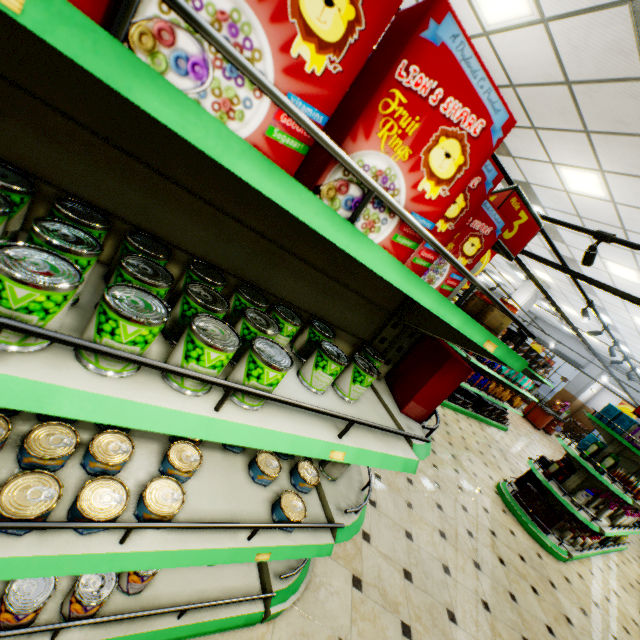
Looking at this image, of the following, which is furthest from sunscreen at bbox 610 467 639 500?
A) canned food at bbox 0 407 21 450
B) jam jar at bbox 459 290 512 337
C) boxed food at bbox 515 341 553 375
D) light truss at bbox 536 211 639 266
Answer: canned food at bbox 0 407 21 450

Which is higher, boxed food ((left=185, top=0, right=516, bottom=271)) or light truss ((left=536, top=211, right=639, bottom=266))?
light truss ((left=536, top=211, right=639, bottom=266))

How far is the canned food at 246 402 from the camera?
0.9m

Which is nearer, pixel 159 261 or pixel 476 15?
pixel 159 261

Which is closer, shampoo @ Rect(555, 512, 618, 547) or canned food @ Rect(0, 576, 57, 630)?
canned food @ Rect(0, 576, 57, 630)

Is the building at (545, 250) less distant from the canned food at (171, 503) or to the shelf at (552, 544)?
the shelf at (552, 544)

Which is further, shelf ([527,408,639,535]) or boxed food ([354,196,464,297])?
shelf ([527,408,639,535])

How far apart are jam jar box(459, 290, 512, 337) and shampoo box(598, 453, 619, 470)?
4.77m
